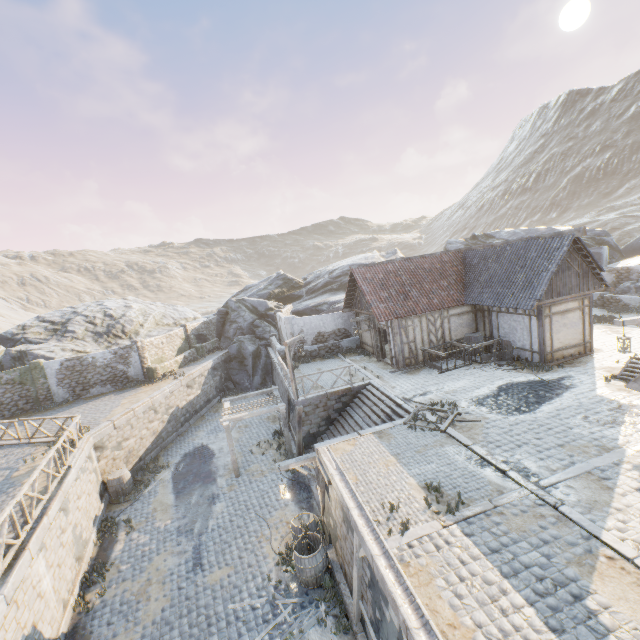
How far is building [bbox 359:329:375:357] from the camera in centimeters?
2075cm

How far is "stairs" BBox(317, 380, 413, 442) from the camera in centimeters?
1363cm

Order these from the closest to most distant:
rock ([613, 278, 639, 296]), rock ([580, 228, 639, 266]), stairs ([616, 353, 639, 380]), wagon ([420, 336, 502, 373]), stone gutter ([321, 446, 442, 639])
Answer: stone gutter ([321, 446, 442, 639]), stairs ([616, 353, 639, 380]), wagon ([420, 336, 502, 373]), rock ([613, 278, 639, 296]), rock ([580, 228, 639, 266])

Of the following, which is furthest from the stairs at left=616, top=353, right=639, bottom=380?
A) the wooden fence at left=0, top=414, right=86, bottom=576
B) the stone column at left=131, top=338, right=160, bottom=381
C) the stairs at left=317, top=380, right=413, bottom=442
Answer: the stone column at left=131, top=338, right=160, bottom=381

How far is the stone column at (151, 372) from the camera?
23.5m

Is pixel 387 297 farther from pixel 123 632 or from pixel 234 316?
pixel 234 316

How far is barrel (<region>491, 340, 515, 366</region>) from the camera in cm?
1587

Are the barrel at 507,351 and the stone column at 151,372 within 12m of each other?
no
